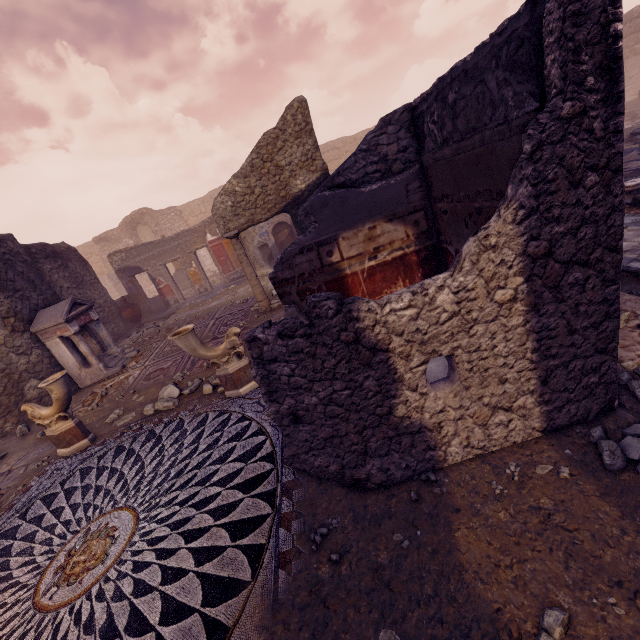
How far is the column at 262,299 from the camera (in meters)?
7.69

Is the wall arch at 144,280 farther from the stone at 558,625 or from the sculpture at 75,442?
the stone at 558,625

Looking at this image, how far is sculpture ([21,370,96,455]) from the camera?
4.9 meters

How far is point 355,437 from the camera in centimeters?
251cm

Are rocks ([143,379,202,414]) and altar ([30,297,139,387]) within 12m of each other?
yes

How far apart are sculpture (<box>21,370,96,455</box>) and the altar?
2.8m

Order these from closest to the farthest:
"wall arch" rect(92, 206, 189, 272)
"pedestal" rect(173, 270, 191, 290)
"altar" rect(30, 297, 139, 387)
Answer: "altar" rect(30, 297, 139, 387)
"pedestal" rect(173, 270, 191, 290)
"wall arch" rect(92, 206, 189, 272)

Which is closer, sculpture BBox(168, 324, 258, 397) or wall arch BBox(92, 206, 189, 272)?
sculpture BBox(168, 324, 258, 397)
